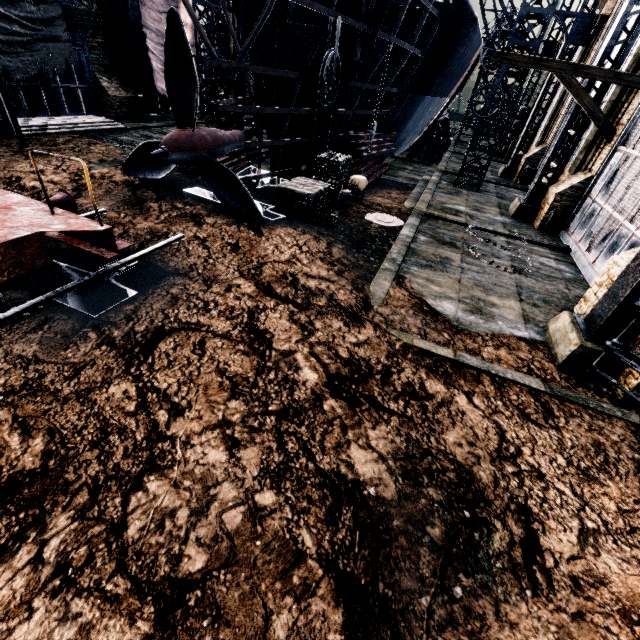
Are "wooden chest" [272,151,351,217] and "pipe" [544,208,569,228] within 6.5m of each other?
no

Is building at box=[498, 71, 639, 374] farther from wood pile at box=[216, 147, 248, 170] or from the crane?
wood pile at box=[216, 147, 248, 170]

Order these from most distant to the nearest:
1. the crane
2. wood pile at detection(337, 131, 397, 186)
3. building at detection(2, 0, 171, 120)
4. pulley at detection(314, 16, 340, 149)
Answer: the crane
wood pile at detection(337, 131, 397, 186)
building at detection(2, 0, 171, 120)
pulley at detection(314, 16, 340, 149)

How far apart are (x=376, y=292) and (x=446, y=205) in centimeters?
1141cm

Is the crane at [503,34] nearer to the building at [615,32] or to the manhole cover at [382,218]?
the building at [615,32]

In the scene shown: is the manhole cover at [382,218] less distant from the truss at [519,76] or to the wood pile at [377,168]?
the wood pile at [377,168]

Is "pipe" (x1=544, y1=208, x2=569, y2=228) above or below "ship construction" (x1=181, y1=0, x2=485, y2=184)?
below

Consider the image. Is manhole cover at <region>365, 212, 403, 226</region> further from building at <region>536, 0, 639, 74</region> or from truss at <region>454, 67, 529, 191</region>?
truss at <region>454, 67, 529, 191</region>
